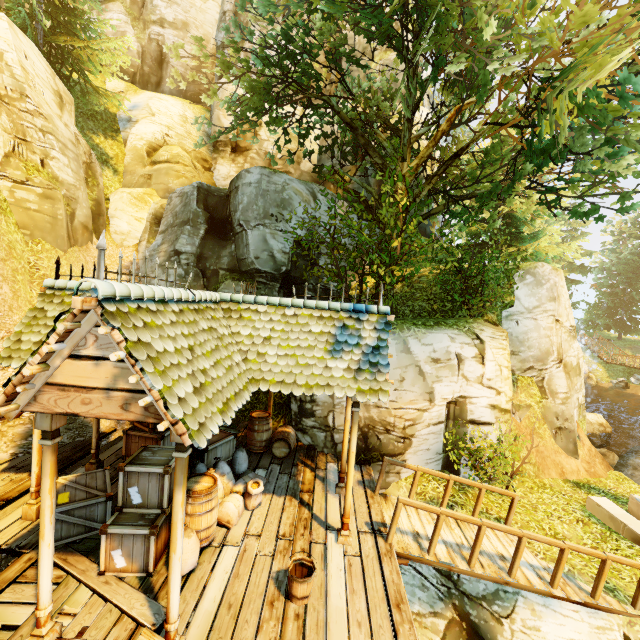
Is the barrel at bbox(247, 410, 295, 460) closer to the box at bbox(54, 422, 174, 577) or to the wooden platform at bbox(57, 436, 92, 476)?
the wooden platform at bbox(57, 436, 92, 476)

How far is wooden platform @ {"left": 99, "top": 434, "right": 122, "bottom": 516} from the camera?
7.0m

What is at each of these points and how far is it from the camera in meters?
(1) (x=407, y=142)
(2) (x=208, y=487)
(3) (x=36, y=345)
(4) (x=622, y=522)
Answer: (1) tree, 11.1
(2) barrel, 5.7
(3) building, 6.0
(4) stone, 8.0

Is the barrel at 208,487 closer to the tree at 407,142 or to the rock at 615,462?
the tree at 407,142

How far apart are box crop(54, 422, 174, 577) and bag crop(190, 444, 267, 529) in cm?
12

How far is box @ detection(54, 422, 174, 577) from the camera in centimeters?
499cm

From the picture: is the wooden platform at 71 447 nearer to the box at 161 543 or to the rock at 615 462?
the box at 161 543

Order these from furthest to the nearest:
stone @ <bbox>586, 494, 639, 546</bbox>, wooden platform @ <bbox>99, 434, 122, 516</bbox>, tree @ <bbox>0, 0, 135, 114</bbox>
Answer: tree @ <bbox>0, 0, 135, 114</bbox> → stone @ <bbox>586, 494, 639, 546</bbox> → wooden platform @ <bbox>99, 434, 122, 516</bbox>
